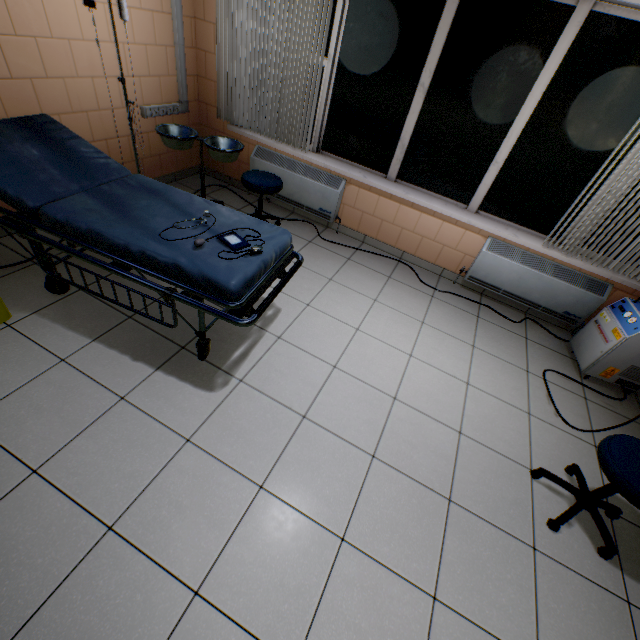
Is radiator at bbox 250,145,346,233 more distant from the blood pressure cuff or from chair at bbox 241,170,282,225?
the blood pressure cuff

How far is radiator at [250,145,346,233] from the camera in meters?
3.7 m

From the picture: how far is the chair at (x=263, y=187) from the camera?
3.2m

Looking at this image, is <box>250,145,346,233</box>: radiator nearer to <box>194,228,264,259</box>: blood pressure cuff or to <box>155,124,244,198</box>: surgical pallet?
<box>155,124,244,198</box>: surgical pallet

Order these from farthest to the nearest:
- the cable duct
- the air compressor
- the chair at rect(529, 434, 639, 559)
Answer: the cable duct, the air compressor, the chair at rect(529, 434, 639, 559)

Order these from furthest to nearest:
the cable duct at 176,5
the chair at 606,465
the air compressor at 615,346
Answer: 1. the cable duct at 176,5
2. the air compressor at 615,346
3. the chair at 606,465

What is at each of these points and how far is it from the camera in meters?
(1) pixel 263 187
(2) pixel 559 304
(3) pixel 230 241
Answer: (1) chair, 3.2 m
(2) radiator, 3.3 m
(3) blood pressure cuff, 1.9 m

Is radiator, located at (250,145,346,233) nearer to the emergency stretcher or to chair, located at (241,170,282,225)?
chair, located at (241,170,282,225)
